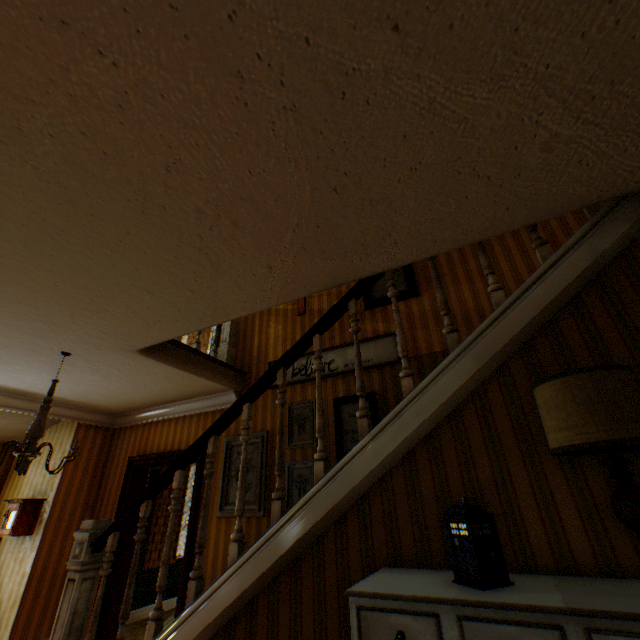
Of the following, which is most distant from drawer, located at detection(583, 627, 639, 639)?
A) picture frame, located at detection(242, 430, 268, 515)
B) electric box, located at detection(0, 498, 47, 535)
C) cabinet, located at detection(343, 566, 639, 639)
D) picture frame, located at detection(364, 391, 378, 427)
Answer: electric box, located at detection(0, 498, 47, 535)

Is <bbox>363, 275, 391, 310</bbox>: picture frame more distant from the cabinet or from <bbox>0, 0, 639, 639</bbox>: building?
the cabinet

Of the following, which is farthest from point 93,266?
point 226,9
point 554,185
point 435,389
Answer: point 554,185

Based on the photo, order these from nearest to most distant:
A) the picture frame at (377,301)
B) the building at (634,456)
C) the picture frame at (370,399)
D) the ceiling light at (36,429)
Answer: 1. the building at (634,456)
2. the ceiling light at (36,429)
3. the picture frame at (370,399)
4. the picture frame at (377,301)

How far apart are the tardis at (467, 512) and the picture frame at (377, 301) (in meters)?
3.02

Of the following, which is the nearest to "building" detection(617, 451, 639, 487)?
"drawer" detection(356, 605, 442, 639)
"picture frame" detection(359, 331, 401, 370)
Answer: "picture frame" detection(359, 331, 401, 370)

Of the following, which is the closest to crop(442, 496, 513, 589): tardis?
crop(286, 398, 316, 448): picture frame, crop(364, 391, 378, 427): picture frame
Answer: crop(364, 391, 378, 427): picture frame

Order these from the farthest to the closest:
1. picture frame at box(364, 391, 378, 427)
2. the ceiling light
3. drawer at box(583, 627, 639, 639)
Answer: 1. picture frame at box(364, 391, 378, 427)
2. the ceiling light
3. drawer at box(583, 627, 639, 639)
